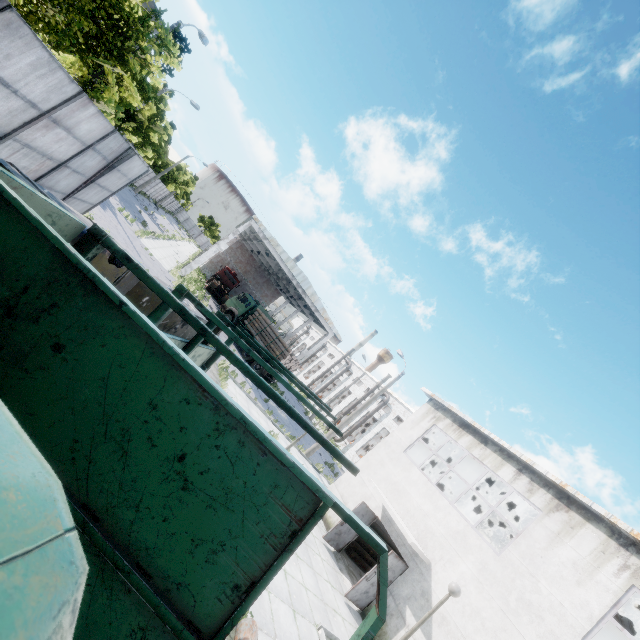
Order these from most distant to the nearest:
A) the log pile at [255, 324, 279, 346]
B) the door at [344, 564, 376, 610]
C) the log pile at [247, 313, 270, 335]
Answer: the log pile at [247, 313, 270, 335], the log pile at [255, 324, 279, 346], the door at [344, 564, 376, 610]

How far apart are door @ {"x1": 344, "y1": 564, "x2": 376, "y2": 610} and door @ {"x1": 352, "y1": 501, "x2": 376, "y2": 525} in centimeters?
210cm

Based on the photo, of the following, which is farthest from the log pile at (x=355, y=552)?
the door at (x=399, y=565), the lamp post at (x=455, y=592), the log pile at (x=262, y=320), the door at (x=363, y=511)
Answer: the log pile at (x=262, y=320)

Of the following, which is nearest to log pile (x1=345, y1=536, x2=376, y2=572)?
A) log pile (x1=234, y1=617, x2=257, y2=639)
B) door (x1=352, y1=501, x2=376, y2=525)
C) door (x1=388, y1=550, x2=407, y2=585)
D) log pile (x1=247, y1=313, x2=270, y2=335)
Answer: door (x1=352, y1=501, x2=376, y2=525)

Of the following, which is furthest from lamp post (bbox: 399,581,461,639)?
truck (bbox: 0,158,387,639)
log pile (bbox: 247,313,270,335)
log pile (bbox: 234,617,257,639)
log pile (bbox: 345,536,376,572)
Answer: log pile (bbox: 247,313,270,335)

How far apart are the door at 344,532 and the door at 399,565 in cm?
210

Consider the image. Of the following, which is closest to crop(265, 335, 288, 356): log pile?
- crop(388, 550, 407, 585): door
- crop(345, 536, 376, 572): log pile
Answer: crop(345, 536, 376, 572): log pile

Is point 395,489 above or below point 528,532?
below
